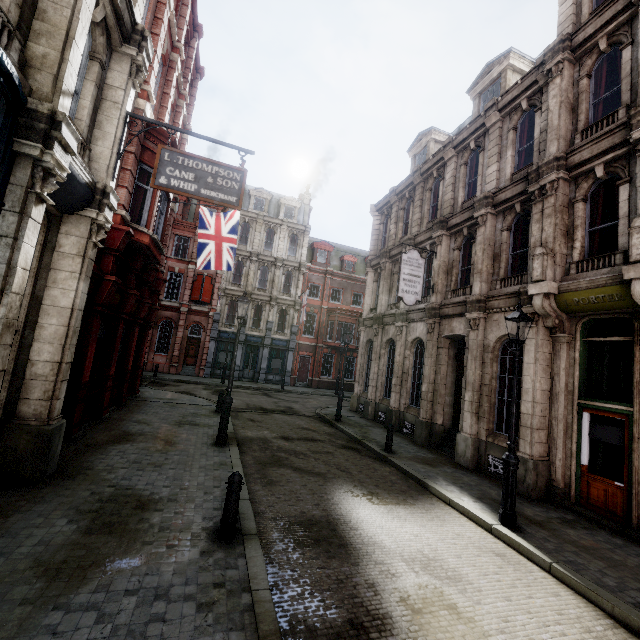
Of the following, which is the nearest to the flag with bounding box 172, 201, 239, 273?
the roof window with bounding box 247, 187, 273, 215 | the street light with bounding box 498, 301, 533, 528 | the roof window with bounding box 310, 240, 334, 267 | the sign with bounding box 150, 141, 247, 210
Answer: the sign with bounding box 150, 141, 247, 210

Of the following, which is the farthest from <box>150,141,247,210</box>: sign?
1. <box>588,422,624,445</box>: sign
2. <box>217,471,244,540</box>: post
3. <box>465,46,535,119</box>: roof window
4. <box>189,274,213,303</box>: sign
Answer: <box>189,274,213,303</box>: sign

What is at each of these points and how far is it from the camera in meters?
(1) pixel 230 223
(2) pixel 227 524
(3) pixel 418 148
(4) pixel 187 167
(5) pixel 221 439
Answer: (1) flag, 15.4
(2) post, 5.1
(3) roof window, 19.5
(4) sign, 7.8
(5) street light, 9.8

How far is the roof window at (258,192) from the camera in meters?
33.0 m

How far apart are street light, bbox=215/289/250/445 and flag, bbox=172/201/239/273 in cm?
515

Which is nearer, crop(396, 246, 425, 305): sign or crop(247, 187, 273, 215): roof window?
crop(396, 246, 425, 305): sign

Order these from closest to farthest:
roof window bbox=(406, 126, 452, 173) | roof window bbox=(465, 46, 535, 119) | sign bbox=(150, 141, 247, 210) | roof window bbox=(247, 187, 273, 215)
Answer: sign bbox=(150, 141, 247, 210) → roof window bbox=(465, 46, 535, 119) → roof window bbox=(406, 126, 452, 173) → roof window bbox=(247, 187, 273, 215)

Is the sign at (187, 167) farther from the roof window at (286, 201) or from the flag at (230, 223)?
the roof window at (286, 201)
